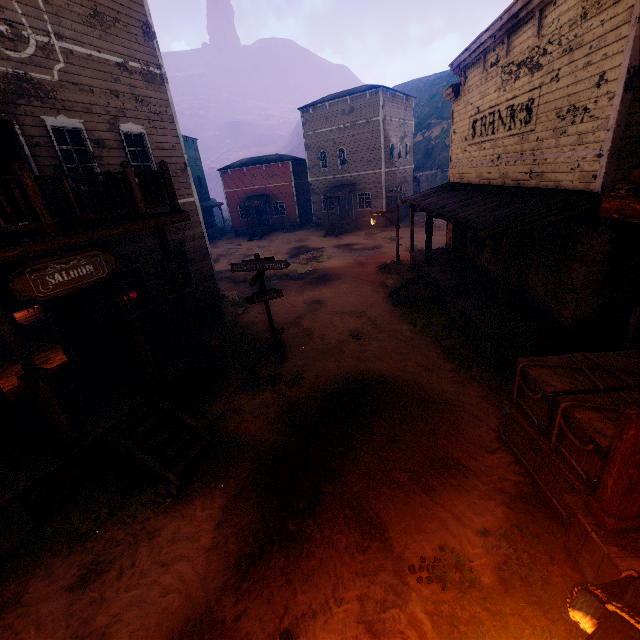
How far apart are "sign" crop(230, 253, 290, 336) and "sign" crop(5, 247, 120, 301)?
3.3 meters

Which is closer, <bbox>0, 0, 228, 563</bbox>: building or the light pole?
the light pole

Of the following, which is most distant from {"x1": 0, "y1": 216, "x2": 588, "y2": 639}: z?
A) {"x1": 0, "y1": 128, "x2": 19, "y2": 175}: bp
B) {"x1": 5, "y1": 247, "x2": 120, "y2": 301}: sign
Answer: {"x1": 0, "y1": 128, "x2": 19, "y2": 175}: bp

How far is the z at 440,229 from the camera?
22.12m

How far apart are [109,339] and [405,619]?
9.8m

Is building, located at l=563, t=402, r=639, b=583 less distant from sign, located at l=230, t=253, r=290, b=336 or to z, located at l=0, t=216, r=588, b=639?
z, located at l=0, t=216, r=588, b=639

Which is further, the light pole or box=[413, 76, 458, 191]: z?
box=[413, 76, 458, 191]: z

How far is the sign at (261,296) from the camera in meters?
9.4 m
